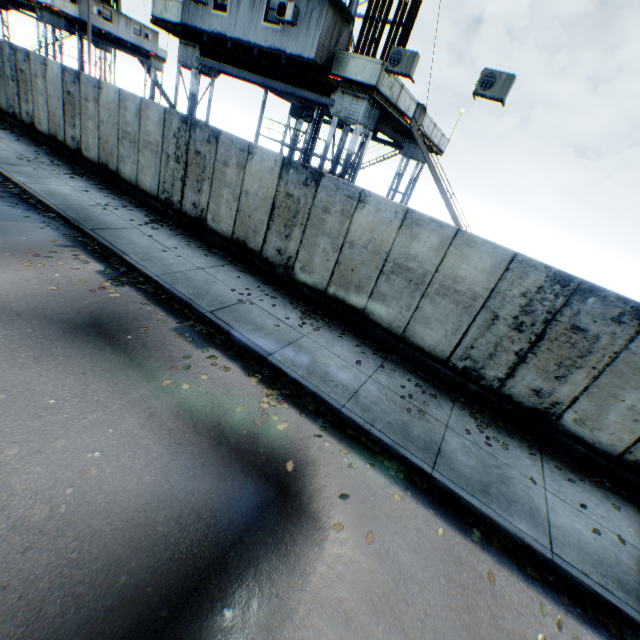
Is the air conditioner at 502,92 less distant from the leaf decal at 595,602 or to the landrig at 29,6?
the leaf decal at 595,602

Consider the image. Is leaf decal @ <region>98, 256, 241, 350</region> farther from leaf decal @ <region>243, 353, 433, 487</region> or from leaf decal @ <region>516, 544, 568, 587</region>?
leaf decal @ <region>516, 544, 568, 587</region>

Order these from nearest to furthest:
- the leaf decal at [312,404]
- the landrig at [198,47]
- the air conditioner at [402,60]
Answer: the leaf decal at [312,404] < the air conditioner at [402,60] < the landrig at [198,47]

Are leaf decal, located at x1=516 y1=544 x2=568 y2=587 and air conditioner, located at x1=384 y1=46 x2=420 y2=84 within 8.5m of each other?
no

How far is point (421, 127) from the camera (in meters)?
16.66

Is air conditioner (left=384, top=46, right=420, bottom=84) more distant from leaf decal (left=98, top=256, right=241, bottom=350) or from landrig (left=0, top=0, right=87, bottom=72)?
landrig (left=0, top=0, right=87, bottom=72)

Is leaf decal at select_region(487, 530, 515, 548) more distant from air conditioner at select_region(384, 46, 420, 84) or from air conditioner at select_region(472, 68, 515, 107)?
air conditioner at select_region(384, 46, 420, 84)

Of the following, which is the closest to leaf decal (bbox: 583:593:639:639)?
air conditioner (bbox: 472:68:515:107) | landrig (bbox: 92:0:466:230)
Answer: air conditioner (bbox: 472:68:515:107)
